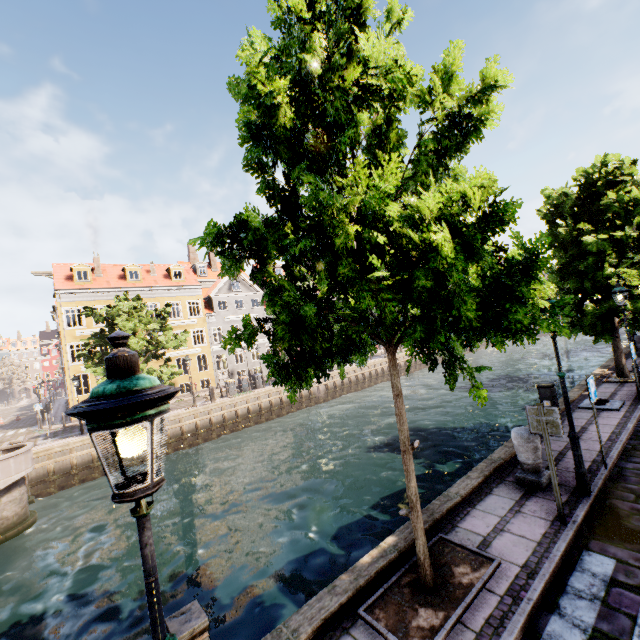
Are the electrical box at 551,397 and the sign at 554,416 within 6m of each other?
yes

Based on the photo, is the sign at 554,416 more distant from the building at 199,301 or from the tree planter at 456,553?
the building at 199,301

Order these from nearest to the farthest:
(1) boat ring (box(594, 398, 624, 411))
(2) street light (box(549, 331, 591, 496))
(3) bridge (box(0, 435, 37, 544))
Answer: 1. (2) street light (box(549, 331, 591, 496))
2. (1) boat ring (box(594, 398, 624, 411))
3. (3) bridge (box(0, 435, 37, 544))

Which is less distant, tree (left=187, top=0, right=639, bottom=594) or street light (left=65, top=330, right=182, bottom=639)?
street light (left=65, top=330, right=182, bottom=639)

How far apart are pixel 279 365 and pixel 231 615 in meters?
6.9

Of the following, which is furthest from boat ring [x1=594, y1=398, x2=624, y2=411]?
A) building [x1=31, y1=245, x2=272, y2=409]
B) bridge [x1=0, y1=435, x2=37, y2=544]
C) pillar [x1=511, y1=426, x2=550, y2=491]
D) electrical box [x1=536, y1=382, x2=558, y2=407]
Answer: bridge [x1=0, y1=435, x2=37, y2=544]

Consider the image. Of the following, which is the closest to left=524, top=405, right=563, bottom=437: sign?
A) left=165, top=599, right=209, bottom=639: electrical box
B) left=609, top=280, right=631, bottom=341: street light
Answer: left=609, top=280, right=631, bottom=341: street light

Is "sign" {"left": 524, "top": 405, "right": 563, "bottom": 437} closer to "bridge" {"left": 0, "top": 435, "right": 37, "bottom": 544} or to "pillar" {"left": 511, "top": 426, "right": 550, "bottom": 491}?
"pillar" {"left": 511, "top": 426, "right": 550, "bottom": 491}
